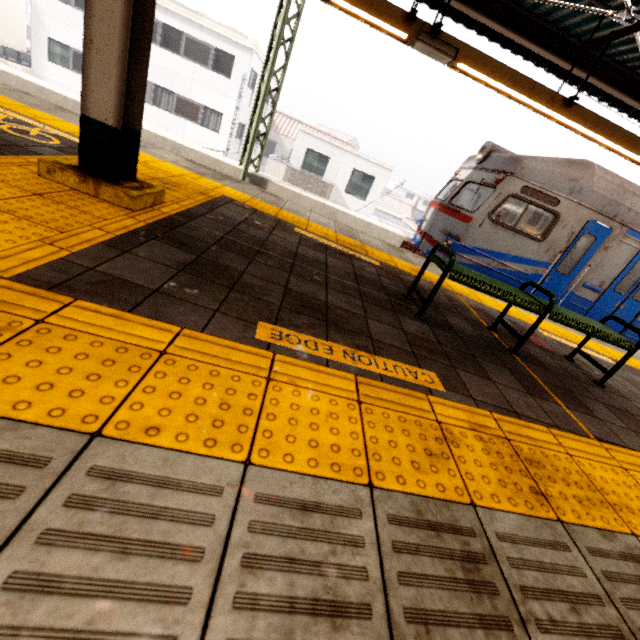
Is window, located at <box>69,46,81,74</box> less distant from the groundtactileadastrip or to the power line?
the power line

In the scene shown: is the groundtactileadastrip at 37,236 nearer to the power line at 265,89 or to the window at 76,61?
the power line at 265,89

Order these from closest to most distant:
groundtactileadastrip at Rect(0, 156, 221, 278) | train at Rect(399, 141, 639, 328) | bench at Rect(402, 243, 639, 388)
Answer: groundtactileadastrip at Rect(0, 156, 221, 278)
bench at Rect(402, 243, 639, 388)
train at Rect(399, 141, 639, 328)

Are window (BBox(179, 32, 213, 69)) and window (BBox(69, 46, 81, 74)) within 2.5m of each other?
no

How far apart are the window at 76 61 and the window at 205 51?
4.5m

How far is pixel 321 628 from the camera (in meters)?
0.84

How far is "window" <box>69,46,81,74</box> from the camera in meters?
18.5

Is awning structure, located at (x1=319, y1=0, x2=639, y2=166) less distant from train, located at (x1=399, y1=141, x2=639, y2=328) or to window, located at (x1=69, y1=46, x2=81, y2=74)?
train, located at (x1=399, y1=141, x2=639, y2=328)
